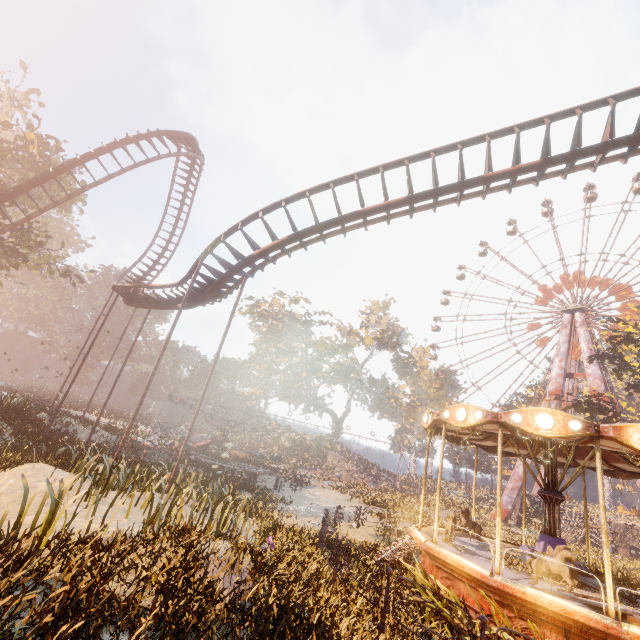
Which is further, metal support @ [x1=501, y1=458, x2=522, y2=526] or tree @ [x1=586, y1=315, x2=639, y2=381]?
metal support @ [x1=501, y1=458, x2=522, y2=526]

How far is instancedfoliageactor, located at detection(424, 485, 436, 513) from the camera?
29.9m

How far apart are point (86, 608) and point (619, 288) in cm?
5495

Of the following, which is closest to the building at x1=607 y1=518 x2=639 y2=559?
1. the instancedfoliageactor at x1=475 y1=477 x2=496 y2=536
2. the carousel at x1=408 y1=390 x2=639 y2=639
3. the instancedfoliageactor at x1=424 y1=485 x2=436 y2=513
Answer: the instancedfoliageactor at x1=475 y1=477 x2=496 y2=536

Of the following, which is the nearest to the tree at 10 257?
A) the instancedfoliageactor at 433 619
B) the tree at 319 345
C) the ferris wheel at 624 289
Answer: the instancedfoliageactor at 433 619

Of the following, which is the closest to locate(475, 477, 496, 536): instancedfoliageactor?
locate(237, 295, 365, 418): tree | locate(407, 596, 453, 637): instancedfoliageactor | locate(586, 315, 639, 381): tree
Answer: locate(586, 315, 639, 381): tree

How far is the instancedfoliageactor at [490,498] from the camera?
28.3m

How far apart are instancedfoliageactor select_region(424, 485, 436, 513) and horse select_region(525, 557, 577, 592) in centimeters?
3570cm
